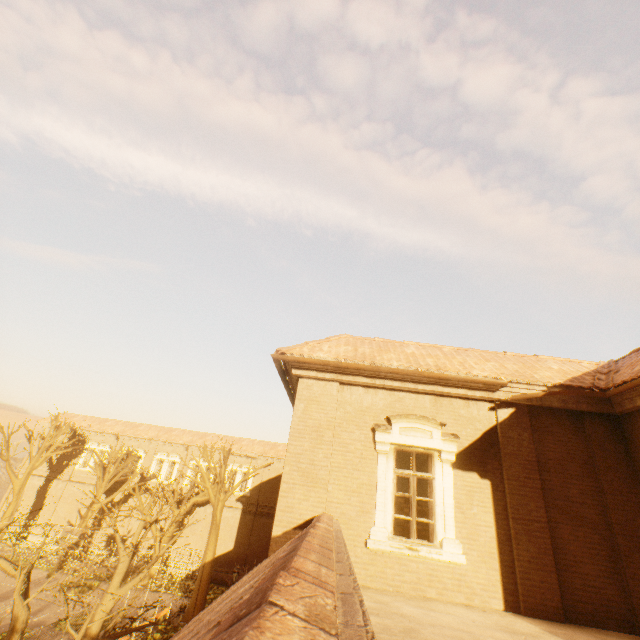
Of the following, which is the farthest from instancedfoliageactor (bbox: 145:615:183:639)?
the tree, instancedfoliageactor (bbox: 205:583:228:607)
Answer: instancedfoliageactor (bbox: 205:583:228:607)

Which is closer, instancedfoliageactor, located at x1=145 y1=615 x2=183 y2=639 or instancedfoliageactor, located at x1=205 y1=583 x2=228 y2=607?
instancedfoliageactor, located at x1=145 y1=615 x2=183 y2=639

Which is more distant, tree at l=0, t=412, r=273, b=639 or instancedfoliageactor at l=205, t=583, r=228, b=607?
instancedfoliageactor at l=205, t=583, r=228, b=607

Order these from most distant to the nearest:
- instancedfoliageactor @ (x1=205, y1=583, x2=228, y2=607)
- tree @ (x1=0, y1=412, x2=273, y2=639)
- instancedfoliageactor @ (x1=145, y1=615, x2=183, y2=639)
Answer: instancedfoliageactor @ (x1=205, y1=583, x2=228, y2=607) < instancedfoliageactor @ (x1=145, y1=615, x2=183, y2=639) < tree @ (x1=0, y1=412, x2=273, y2=639)

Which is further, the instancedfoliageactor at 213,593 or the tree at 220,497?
the instancedfoliageactor at 213,593

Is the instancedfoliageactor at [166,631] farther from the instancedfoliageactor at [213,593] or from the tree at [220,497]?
the instancedfoliageactor at [213,593]

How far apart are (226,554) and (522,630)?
32.1 meters

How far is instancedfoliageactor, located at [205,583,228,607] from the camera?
24.1m
